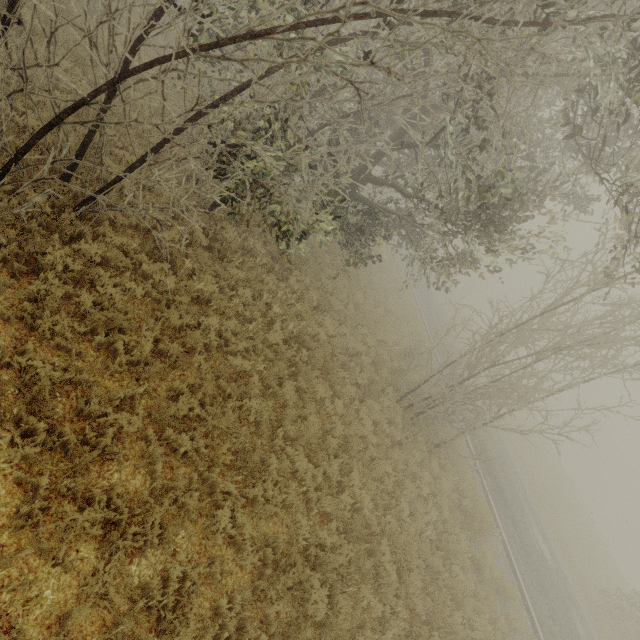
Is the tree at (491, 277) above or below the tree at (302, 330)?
above

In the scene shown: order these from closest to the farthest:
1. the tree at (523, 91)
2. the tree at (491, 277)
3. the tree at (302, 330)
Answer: the tree at (523, 91) < the tree at (491, 277) < the tree at (302, 330)

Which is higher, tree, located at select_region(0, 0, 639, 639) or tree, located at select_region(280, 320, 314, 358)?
tree, located at select_region(0, 0, 639, 639)

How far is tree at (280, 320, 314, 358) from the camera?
9.09m

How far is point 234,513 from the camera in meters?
5.5 m

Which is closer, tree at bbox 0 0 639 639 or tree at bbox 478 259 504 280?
tree at bbox 0 0 639 639
